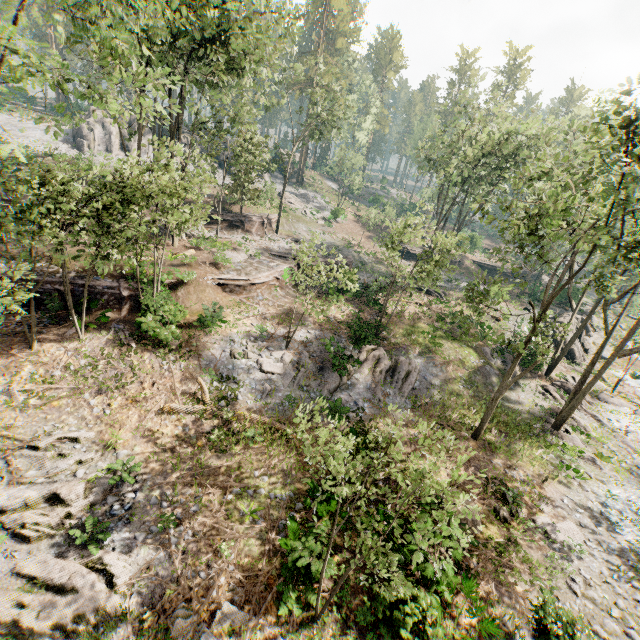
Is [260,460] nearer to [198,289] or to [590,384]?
[198,289]

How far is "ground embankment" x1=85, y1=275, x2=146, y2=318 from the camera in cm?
1808

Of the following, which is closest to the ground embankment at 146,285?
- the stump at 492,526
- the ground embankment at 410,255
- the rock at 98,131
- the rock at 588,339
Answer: the stump at 492,526

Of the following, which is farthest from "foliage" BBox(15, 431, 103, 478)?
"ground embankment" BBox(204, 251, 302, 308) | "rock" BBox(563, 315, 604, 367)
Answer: "ground embankment" BBox(204, 251, 302, 308)

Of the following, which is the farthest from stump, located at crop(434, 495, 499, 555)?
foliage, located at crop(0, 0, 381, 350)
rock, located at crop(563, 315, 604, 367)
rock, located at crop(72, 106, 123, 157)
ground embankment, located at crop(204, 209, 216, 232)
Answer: rock, located at crop(72, 106, 123, 157)

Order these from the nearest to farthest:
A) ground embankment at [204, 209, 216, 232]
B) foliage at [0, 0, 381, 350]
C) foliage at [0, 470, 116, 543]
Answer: foliage at [0, 470, 116, 543], foliage at [0, 0, 381, 350], ground embankment at [204, 209, 216, 232]

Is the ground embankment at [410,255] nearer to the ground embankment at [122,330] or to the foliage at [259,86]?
the foliage at [259,86]
